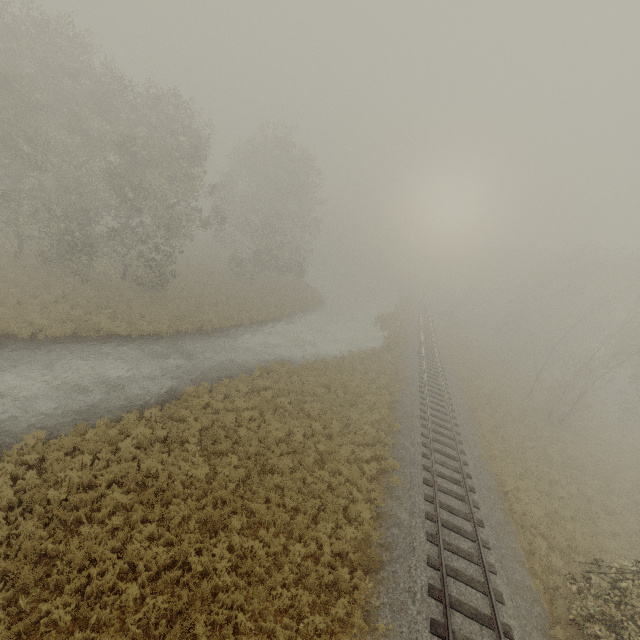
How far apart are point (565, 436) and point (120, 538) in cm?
2981

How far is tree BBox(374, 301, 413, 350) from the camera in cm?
3303

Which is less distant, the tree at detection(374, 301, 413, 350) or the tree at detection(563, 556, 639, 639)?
the tree at detection(563, 556, 639, 639)

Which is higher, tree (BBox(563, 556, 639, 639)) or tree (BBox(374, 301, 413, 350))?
tree (BBox(563, 556, 639, 639))

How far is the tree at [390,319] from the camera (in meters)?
33.03

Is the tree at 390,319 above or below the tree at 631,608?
below
